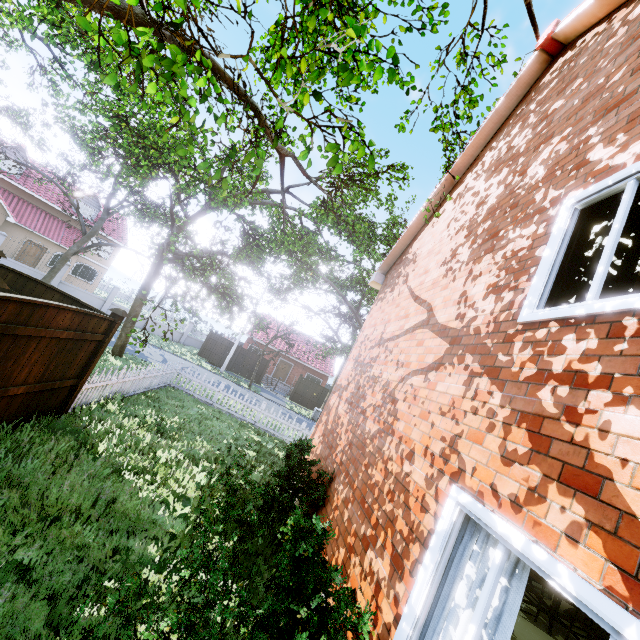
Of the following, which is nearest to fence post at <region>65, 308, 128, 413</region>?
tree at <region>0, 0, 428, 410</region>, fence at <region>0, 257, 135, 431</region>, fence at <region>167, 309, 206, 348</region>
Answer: fence at <region>0, 257, 135, 431</region>

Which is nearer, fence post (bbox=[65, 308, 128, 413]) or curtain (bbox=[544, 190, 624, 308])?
curtain (bbox=[544, 190, 624, 308])

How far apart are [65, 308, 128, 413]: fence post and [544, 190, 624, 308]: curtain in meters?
7.4

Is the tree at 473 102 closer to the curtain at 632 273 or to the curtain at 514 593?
the curtain at 632 273

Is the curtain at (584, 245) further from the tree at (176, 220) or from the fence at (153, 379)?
the fence at (153, 379)

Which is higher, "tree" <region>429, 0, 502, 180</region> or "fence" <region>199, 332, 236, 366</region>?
"tree" <region>429, 0, 502, 180</region>

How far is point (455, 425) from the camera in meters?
3.2

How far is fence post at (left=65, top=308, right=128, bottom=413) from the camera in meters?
6.8
